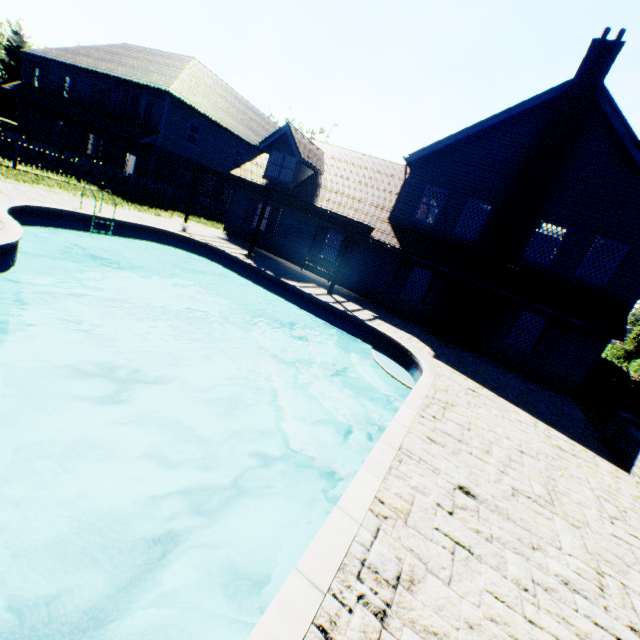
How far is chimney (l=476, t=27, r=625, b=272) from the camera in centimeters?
1152cm

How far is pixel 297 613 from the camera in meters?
2.3 m

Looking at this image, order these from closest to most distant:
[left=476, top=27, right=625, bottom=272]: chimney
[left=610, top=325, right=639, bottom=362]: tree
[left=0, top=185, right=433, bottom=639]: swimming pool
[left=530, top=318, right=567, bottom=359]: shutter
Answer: [left=0, top=185, right=433, bottom=639]: swimming pool, [left=476, top=27, right=625, bottom=272]: chimney, [left=530, top=318, right=567, bottom=359]: shutter, [left=610, top=325, right=639, bottom=362]: tree

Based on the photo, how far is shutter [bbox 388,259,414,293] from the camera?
15.7m

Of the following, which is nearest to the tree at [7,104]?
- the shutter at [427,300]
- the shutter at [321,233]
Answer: the shutter at [321,233]

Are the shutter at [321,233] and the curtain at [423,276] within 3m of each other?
no

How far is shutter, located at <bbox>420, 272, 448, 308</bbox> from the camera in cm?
1503

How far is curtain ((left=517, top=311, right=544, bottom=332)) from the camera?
13.7 meters
